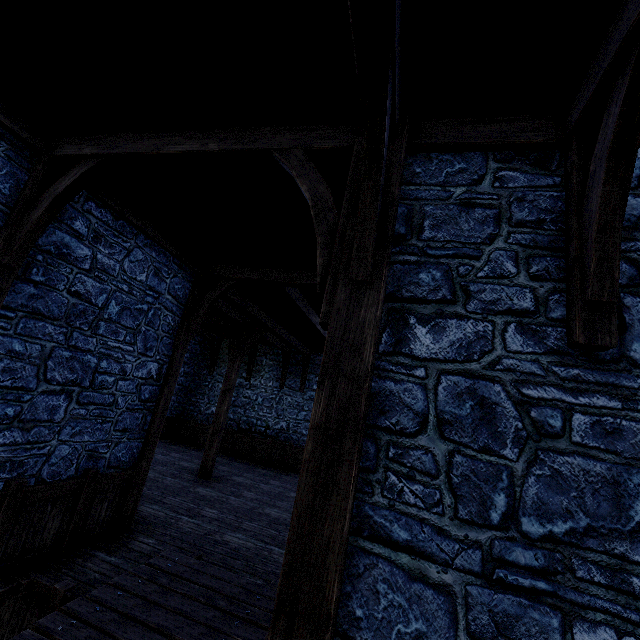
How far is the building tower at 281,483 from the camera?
9.9 meters

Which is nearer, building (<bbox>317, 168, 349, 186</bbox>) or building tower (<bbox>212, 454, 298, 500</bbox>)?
building (<bbox>317, 168, 349, 186</bbox>)

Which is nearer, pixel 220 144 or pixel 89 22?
pixel 89 22

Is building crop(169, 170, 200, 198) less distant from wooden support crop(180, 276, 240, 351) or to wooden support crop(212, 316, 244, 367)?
wooden support crop(180, 276, 240, 351)

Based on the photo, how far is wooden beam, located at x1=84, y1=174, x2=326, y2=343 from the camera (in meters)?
4.53

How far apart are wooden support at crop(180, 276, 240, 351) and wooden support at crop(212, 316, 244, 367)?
2.3m

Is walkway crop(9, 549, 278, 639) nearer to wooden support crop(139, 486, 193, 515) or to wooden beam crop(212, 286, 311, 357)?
wooden support crop(139, 486, 193, 515)

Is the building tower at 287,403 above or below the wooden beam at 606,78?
below
